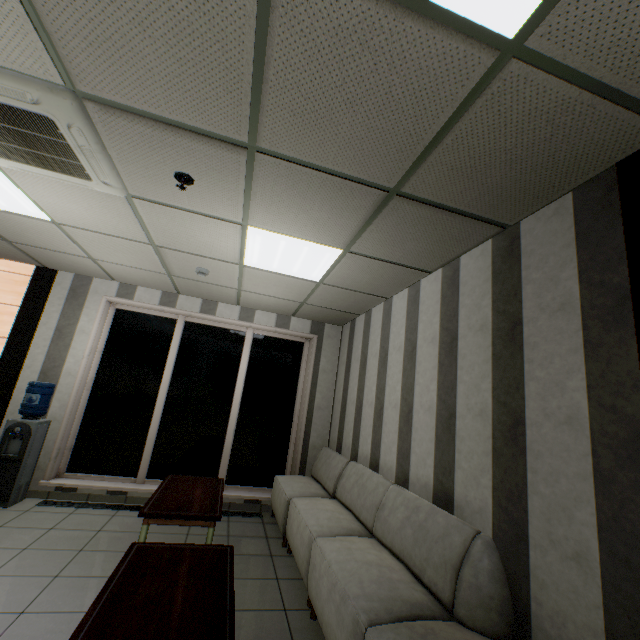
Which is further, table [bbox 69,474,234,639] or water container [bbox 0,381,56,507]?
water container [bbox 0,381,56,507]

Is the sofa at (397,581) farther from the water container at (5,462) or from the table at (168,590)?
the water container at (5,462)

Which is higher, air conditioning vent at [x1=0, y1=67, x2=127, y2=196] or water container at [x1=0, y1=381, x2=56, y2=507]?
air conditioning vent at [x1=0, y1=67, x2=127, y2=196]

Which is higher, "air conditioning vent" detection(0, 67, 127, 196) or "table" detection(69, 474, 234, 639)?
"air conditioning vent" detection(0, 67, 127, 196)

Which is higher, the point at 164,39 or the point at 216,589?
the point at 164,39

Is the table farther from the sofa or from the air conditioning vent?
the air conditioning vent

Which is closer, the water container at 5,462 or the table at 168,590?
the table at 168,590

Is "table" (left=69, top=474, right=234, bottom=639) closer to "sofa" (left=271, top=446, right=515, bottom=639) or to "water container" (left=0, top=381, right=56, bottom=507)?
"sofa" (left=271, top=446, right=515, bottom=639)
